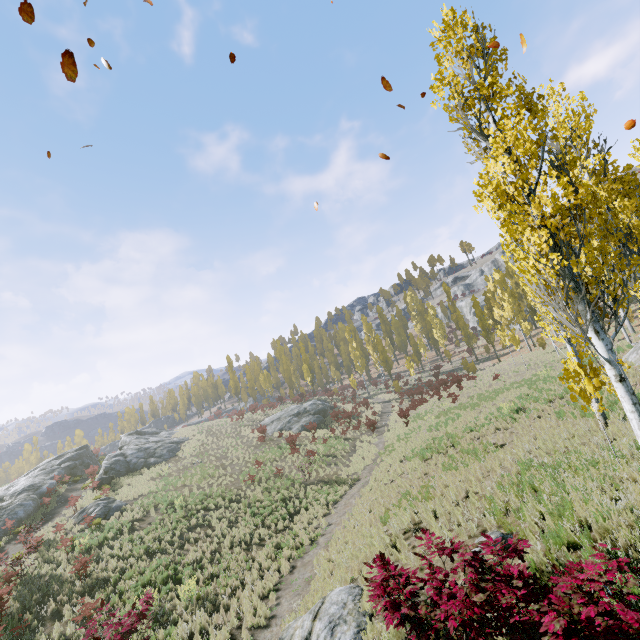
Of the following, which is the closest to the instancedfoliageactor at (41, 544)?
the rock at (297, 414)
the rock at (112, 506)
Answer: the rock at (297, 414)

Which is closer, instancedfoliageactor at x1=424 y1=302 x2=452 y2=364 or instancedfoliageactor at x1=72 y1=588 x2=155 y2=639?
instancedfoliageactor at x1=72 y1=588 x2=155 y2=639

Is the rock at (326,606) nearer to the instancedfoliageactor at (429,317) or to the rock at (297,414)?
the instancedfoliageactor at (429,317)

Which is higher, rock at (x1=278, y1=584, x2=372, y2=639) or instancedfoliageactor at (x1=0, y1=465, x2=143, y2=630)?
instancedfoliageactor at (x1=0, y1=465, x2=143, y2=630)

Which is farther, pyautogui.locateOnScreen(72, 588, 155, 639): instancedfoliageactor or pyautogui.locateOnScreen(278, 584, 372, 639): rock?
pyautogui.locateOnScreen(72, 588, 155, 639): instancedfoliageactor

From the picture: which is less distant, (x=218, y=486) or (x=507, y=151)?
(x=507, y=151)

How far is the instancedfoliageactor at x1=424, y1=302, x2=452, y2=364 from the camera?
54.1m

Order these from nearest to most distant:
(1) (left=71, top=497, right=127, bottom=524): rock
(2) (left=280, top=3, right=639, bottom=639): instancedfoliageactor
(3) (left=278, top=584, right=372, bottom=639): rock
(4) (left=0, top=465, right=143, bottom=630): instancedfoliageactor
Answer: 1. (2) (left=280, top=3, right=639, bottom=639): instancedfoliageactor
2. (3) (left=278, top=584, right=372, bottom=639): rock
3. (4) (left=0, top=465, right=143, bottom=630): instancedfoliageactor
4. (1) (left=71, top=497, right=127, bottom=524): rock
